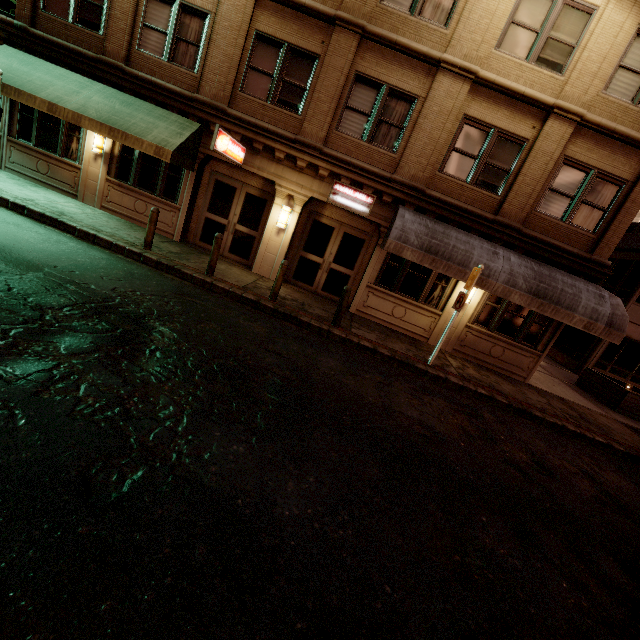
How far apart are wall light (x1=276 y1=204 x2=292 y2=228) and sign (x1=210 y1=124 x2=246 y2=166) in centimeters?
181cm

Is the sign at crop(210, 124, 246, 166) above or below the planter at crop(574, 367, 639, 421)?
above

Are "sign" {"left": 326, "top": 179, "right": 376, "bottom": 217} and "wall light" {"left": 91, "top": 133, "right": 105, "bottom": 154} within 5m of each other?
no

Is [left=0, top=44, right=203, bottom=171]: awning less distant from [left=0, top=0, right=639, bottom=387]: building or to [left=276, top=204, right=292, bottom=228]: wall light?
[left=0, top=0, right=639, bottom=387]: building

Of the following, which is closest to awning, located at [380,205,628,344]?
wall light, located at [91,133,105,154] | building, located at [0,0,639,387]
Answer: building, located at [0,0,639,387]

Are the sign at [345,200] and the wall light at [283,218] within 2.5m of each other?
yes

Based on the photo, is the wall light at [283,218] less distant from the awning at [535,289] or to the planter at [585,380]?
the awning at [535,289]

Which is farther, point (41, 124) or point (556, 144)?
point (41, 124)
